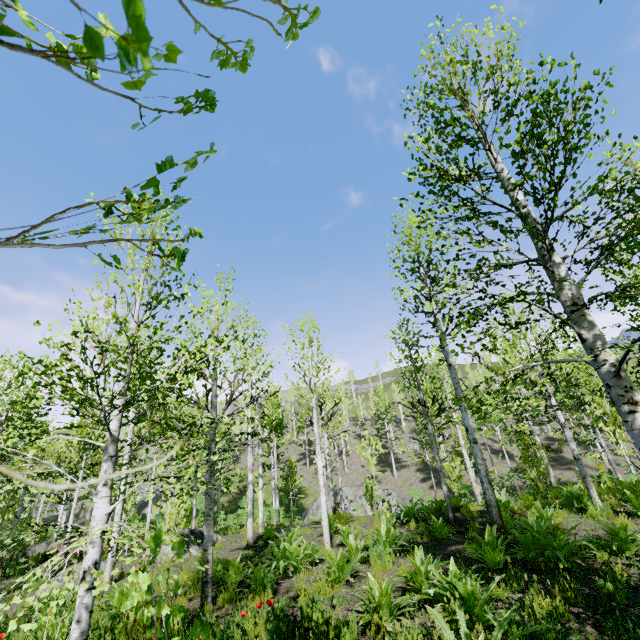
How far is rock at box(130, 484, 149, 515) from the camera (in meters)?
37.17

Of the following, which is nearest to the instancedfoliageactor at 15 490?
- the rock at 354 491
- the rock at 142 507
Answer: the rock at 142 507

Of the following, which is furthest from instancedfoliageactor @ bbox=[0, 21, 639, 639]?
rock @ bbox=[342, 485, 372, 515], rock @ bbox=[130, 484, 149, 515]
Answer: rock @ bbox=[342, 485, 372, 515]

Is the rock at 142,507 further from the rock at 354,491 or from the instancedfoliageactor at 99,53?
the rock at 354,491

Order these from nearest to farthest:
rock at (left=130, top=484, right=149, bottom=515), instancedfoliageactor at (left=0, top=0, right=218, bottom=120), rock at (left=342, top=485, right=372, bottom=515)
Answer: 1. instancedfoliageactor at (left=0, top=0, right=218, bottom=120)
2. rock at (left=342, top=485, right=372, bottom=515)
3. rock at (left=130, top=484, right=149, bottom=515)

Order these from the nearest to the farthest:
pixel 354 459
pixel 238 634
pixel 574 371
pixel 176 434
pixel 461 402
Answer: pixel 238 634, pixel 461 402, pixel 176 434, pixel 574 371, pixel 354 459
